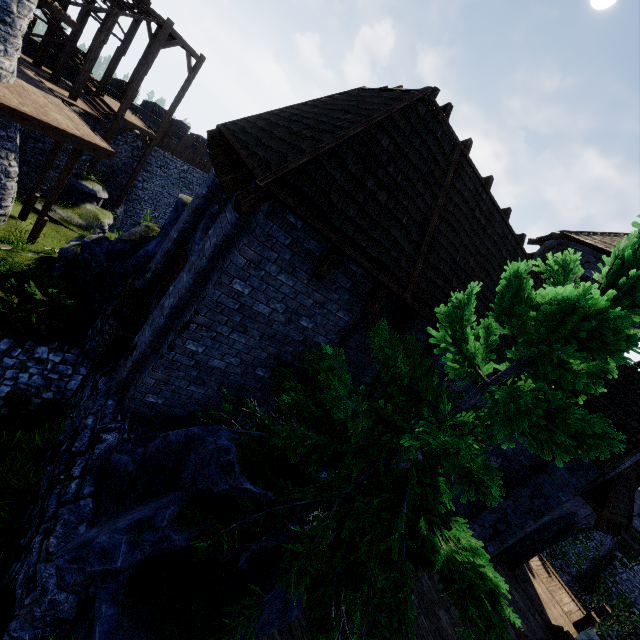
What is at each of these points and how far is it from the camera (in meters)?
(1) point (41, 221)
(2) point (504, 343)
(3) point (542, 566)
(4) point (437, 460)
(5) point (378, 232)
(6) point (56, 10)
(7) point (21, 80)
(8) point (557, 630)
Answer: (1) wooden post, 15.10
(2) building, 9.34
(3) walkway, 16.80
(4) tree, 3.82
(5) building, 5.67
(6) wooden platform, 13.61
(7) walkway, 14.20
(8) stairs, 12.02

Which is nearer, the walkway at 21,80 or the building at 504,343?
the building at 504,343

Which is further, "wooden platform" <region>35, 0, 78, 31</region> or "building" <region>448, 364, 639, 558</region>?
"wooden platform" <region>35, 0, 78, 31</region>

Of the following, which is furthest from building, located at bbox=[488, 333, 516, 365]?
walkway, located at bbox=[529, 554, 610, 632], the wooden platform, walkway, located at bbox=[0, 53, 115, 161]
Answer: the wooden platform

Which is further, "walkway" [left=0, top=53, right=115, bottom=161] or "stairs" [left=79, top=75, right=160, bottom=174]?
"stairs" [left=79, top=75, right=160, bottom=174]

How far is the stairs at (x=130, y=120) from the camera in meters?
19.3 m

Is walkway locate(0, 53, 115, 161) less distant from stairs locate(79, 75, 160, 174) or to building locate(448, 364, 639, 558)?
stairs locate(79, 75, 160, 174)

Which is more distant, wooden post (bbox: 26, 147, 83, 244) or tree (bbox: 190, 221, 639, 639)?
wooden post (bbox: 26, 147, 83, 244)
